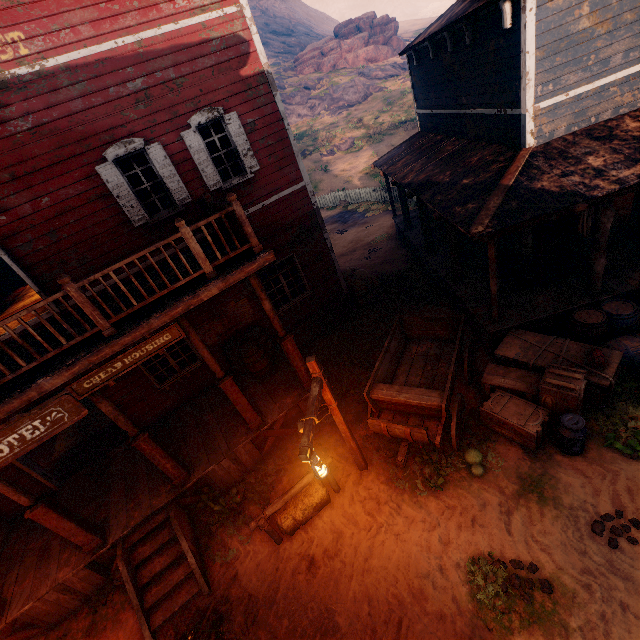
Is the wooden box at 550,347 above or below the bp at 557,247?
below

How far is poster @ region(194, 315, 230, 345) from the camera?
9.24m

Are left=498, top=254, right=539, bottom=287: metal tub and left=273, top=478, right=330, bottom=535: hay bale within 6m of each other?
no

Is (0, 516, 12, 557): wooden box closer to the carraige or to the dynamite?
the carraige

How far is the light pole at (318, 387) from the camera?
4.5m

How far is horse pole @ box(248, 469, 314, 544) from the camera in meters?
6.1

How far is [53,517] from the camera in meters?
6.1

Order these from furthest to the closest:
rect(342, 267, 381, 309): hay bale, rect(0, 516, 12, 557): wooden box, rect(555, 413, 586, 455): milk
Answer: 1. rect(342, 267, 381, 309): hay bale
2. rect(0, 516, 12, 557): wooden box
3. rect(555, 413, 586, 455): milk
